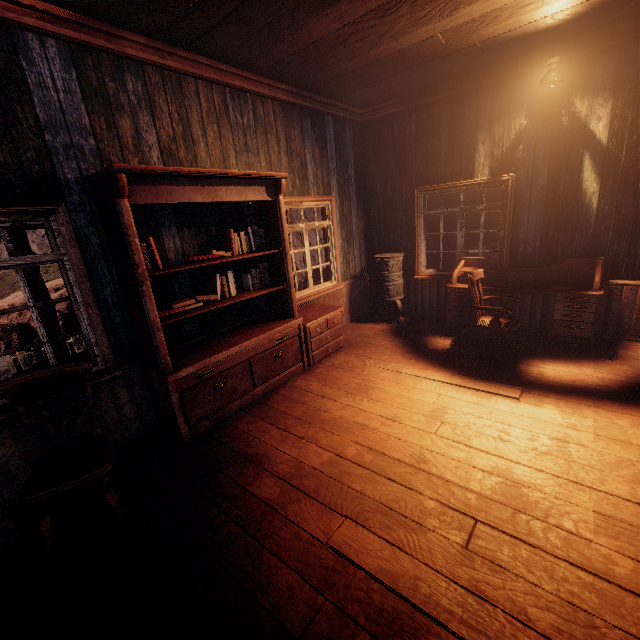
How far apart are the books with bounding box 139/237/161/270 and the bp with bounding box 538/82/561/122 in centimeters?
524cm

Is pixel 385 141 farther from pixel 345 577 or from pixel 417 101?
pixel 345 577

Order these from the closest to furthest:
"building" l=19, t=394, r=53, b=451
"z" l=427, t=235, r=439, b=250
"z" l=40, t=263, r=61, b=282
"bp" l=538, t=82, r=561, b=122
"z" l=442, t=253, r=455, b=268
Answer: "building" l=19, t=394, r=53, b=451
"bp" l=538, t=82, r=561, b=122
"z" l=442, t=253, r=455, b=268
"z" l=427, t=235, r=439, b=250
"z" l=40, t=263, r=61, b=282

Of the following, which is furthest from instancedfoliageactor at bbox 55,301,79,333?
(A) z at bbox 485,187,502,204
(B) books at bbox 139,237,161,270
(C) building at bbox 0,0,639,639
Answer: (B) books at bbox 139,237,161,270

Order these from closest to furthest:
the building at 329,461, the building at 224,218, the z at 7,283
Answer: the building at 329,461 < the building at 224,218 < the z at 7,283

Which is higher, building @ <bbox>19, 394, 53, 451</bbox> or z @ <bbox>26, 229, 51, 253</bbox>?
z @ <bbox>26, 229, 51, 253</bbox>

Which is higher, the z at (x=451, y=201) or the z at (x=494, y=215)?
the z at (x=451, y=201)

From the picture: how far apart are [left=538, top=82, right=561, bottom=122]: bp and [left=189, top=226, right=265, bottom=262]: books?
4.10m
